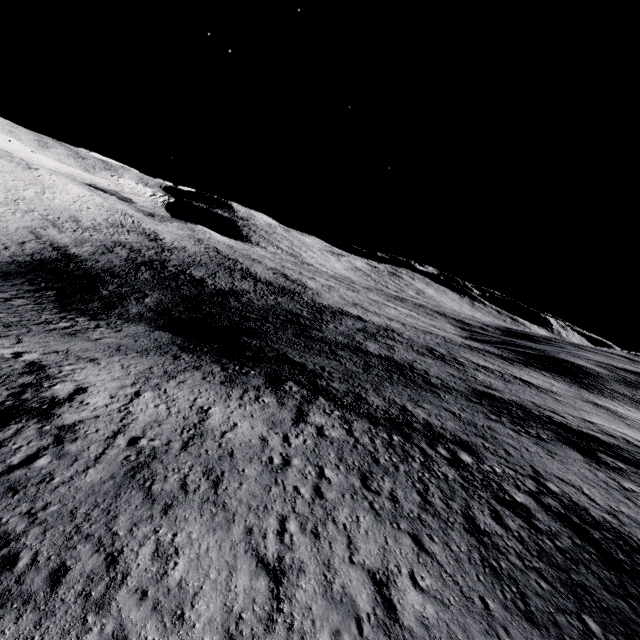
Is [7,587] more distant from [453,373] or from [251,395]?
[453,373]
